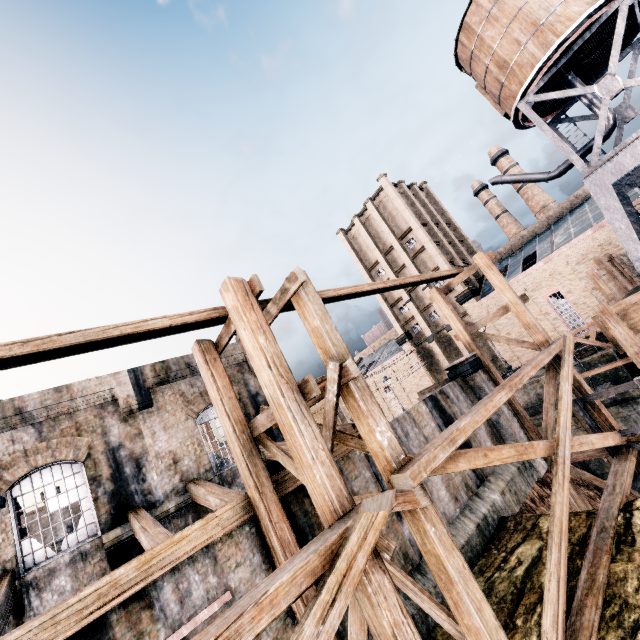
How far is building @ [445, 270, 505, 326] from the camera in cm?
3578

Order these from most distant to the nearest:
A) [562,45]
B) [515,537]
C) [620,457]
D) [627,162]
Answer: [562,45], [627,162], [620,457], [515,537]

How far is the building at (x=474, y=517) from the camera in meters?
11.8 m

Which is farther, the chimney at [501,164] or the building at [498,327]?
the chimney at [501,164]

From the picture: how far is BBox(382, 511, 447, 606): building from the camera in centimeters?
999cm

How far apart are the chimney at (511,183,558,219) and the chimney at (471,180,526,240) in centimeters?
262cm
